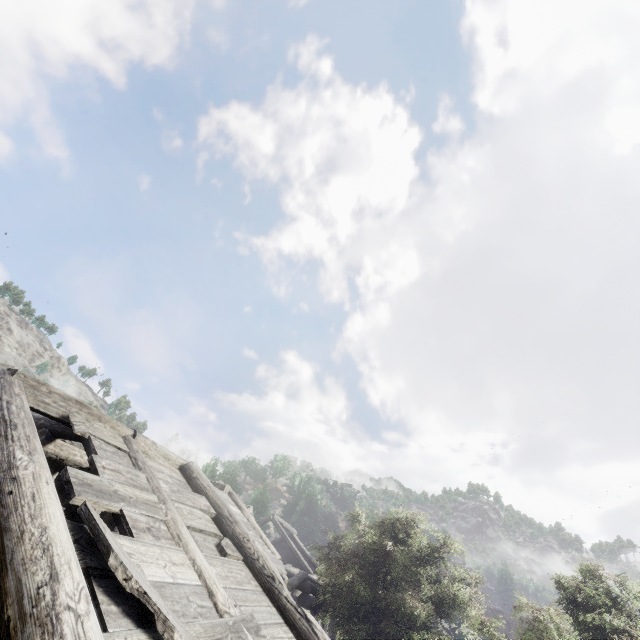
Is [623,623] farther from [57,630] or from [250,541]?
[57,630]
